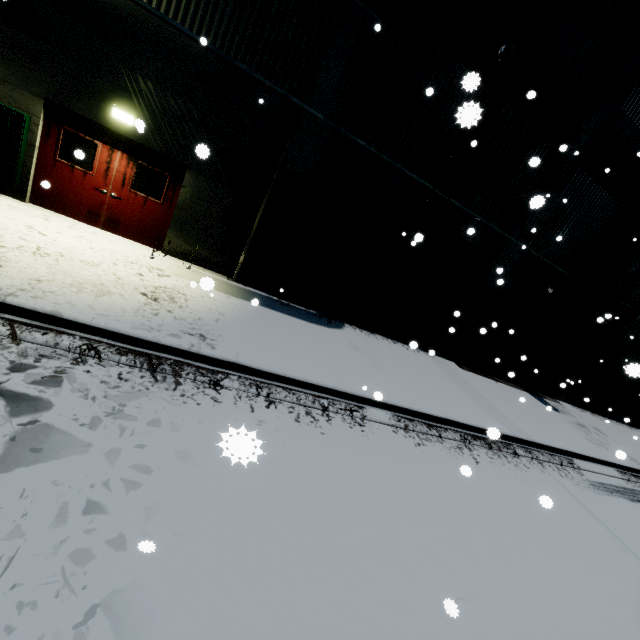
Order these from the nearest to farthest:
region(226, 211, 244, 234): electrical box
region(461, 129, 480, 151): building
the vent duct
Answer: region(461, 129, 480, 151): building
region(226, 211, 244, 234): electrical box
the vent duct

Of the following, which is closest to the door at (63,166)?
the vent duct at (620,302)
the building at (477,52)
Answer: the building at (477,52)

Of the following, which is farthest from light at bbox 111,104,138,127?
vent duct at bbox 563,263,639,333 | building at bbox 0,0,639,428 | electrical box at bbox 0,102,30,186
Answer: vent duct at bbox 563,263,639,333

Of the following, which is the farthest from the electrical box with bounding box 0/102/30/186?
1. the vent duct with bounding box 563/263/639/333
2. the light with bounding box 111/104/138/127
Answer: the vent duct with bounding box 563/263/639/333

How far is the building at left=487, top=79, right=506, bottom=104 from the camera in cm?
906

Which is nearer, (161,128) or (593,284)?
(161,128)

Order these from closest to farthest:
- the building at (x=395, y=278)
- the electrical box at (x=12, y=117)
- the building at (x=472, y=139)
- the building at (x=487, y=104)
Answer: the electrical box at (x=12, y=117) → the building at (x=472, y=139) → the building at (x=487, y=104) → the building at (x=395, y=278)
